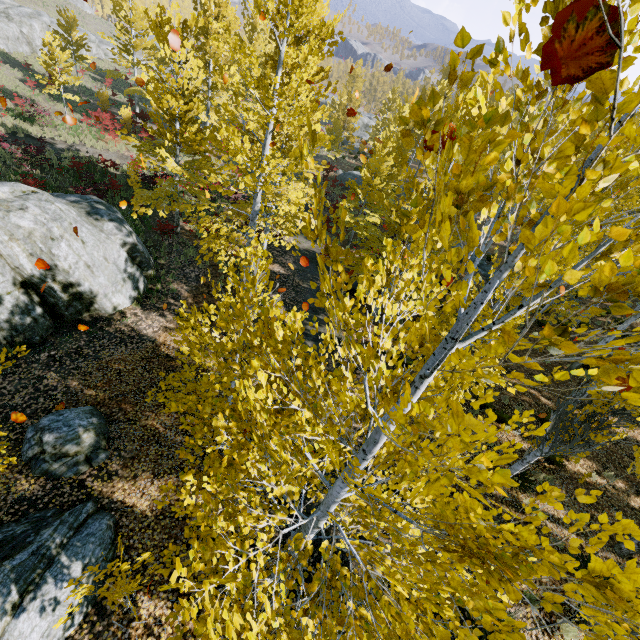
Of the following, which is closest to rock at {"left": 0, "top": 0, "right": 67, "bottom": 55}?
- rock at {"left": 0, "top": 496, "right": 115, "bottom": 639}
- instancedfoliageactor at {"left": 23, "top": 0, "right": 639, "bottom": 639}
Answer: instancedfoliageactor at {"left": 23, "top": 0, "right": 639, "bottom": 639}

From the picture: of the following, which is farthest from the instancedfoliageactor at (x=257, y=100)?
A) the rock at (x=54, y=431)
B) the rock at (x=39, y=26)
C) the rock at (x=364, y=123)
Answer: the rock at (x=39, y=26)

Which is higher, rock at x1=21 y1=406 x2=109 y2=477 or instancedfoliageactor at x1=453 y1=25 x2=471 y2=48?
instancedfoliageactor at x1=453 y1=25 x2=471 y2=48

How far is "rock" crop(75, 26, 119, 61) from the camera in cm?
3900

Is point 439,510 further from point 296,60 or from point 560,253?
point 296,60

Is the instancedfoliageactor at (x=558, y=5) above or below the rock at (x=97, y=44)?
above

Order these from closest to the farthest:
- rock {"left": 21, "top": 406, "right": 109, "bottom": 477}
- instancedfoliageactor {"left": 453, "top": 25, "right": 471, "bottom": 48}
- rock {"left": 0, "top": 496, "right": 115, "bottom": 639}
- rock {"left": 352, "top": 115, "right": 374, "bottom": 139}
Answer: instancedfoliageactor {"left": 453, "top": 25, "right": 471, "bottom": 48} < rock {"left": 0, "top": 496, "right": 115, "bottom": 639} < rock {"left": 21, "top": 406, "right": 109, "bottom": 477} < rock {"left": 352, "top": 115, "right": 374, "bottom": 139}

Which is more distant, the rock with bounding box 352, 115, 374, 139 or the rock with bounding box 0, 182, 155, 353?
the rock with bounding box 352, 115, 374, 139
